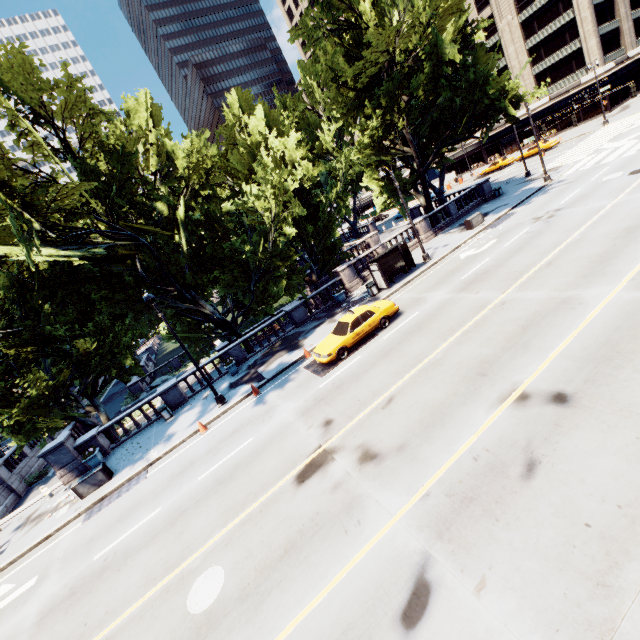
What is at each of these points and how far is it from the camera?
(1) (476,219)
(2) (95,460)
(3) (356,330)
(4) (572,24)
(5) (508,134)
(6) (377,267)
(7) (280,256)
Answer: (1) container, 26.0 meters
(2) planter, 18.9 meters
(3) vehicle, 16.4 meters
(4) building, 45.5 meters
(5) building, 58.9 meters
(6) bus stop, 21.8 meters
(7) tree, 21.3 meters

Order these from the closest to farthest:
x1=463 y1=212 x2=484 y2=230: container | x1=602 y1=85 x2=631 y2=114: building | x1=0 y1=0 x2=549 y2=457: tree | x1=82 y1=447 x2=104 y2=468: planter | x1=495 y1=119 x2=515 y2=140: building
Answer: x1=0 y1=0 x2=549 y2=457: tree < x1=82 y1=447 x2=104 y2=468: planter < x1=463 y1=212 x2=484 y2=230: container < x1=602 y1=85 x2=631 y2=114: building < x1=495 y1=119 x2=515 y2=140: building

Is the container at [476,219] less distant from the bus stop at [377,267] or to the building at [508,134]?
the bus stop at [377,267]

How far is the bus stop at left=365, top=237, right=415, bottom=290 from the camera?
22.2m

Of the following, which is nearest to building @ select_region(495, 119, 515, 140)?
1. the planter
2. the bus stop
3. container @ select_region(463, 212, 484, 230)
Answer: container @ select_region(463, 212, 484, 230)

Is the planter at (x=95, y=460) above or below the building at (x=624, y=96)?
below

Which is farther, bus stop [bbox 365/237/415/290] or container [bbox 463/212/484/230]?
container [bbox 463/212/484/230]

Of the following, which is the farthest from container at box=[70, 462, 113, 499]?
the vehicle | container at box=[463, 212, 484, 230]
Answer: container at box=[463, 212, 484, 230]
